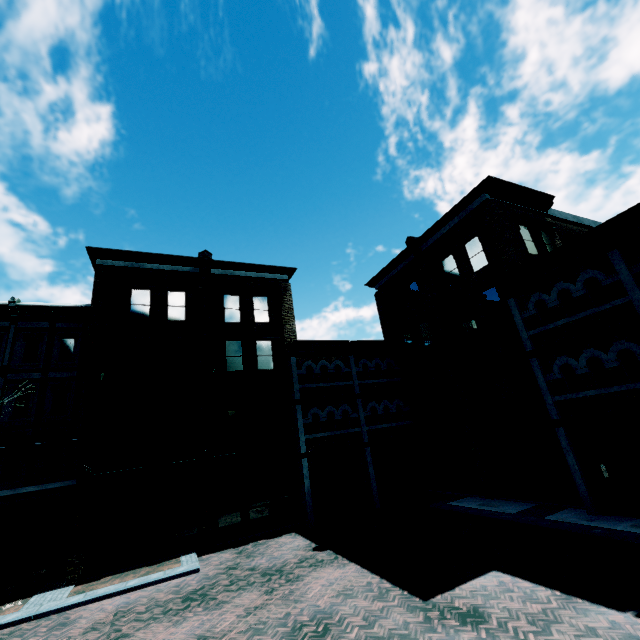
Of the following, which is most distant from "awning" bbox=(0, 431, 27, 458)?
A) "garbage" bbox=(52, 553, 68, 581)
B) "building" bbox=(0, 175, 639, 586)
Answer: "garbage" bbox=(52, 553, 68, 581)

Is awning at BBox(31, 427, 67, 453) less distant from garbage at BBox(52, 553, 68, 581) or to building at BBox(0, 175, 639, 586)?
building at BBox(0, 175, 639, 586)

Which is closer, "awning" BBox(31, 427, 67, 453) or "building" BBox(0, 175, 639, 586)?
"building" BBox(0, 175, 639, 586)

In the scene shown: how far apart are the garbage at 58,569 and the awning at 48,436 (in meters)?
4.57

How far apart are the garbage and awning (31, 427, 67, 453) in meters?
4.6

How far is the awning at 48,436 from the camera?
16.0m

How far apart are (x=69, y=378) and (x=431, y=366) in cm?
2137

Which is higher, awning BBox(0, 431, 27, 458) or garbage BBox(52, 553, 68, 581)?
awning BBox(0, 431, 27, 458)
